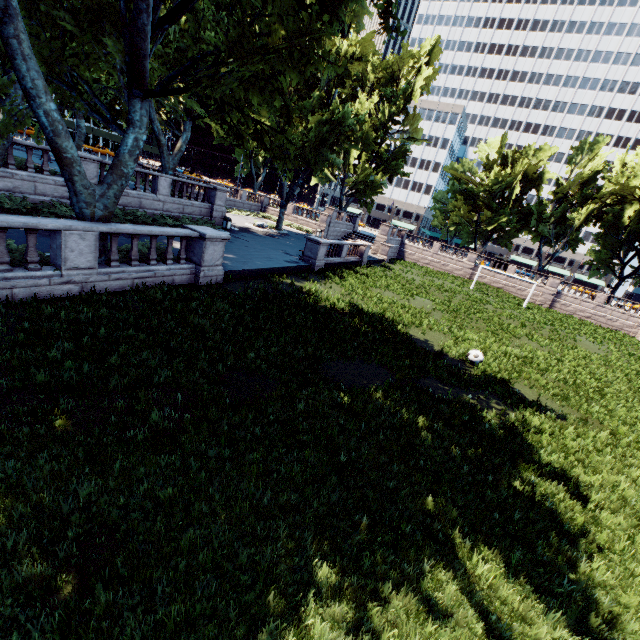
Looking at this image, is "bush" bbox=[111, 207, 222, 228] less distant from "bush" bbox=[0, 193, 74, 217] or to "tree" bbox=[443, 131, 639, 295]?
"bush" bbox=[0, 193, 74, 217]

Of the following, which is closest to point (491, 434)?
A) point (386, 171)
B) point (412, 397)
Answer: point (412, 397)

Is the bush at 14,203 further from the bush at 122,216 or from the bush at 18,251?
the bush at 18,251

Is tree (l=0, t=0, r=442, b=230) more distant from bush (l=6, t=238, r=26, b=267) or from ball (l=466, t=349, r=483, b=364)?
ball (l=466, t=349, r=483, b=364)

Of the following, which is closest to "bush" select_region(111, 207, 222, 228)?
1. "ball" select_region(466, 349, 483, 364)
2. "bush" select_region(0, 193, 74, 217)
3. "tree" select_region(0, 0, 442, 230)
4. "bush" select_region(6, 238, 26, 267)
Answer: "bush" select_region(0, 193, 74, 217)

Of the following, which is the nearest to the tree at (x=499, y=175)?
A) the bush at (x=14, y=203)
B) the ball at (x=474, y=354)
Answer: the bush at (x=14, y=203)

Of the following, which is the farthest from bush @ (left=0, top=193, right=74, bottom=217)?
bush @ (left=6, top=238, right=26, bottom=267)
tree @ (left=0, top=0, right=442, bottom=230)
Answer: bush @ (left=6, top=238, right=26, bottom=267)

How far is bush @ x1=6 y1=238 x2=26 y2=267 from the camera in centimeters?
880cm
